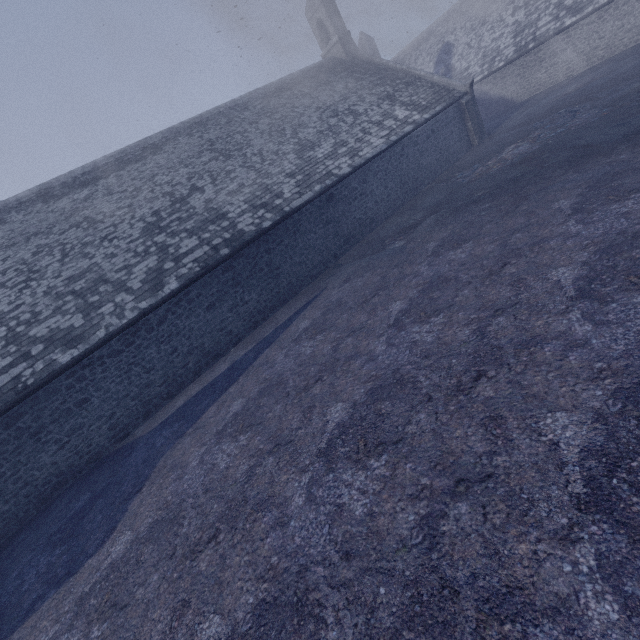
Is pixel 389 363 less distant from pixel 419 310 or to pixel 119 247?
pixel 419 310
